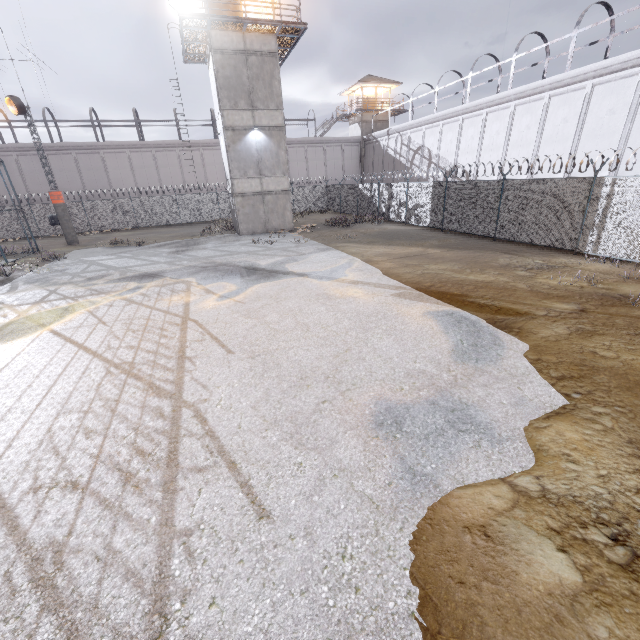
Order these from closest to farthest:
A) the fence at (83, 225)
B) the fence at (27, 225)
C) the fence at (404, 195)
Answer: the fence at (404, 195) < the fence at (27, 225) < the fence at (83, 225)

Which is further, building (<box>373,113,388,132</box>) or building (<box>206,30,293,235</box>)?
building (<box>373,113,388,132</box>)

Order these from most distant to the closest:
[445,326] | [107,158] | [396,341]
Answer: [107,158]
[445,326]
[396,341]

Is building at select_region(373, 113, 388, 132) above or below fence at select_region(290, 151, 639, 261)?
above

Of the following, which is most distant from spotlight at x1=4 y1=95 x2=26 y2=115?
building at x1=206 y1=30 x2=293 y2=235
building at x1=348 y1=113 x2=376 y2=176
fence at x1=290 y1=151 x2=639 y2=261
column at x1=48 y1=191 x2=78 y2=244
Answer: building at x1=348 y1=113 x2=376 y2=176

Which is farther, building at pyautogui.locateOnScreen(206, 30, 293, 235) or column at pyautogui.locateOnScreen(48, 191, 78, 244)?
column at pyautogui.locateOnScreen(48, 191, 78, 244)

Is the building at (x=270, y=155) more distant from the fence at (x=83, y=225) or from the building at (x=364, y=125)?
the building at (x=364, y=125)

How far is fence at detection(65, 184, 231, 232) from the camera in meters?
29.7
